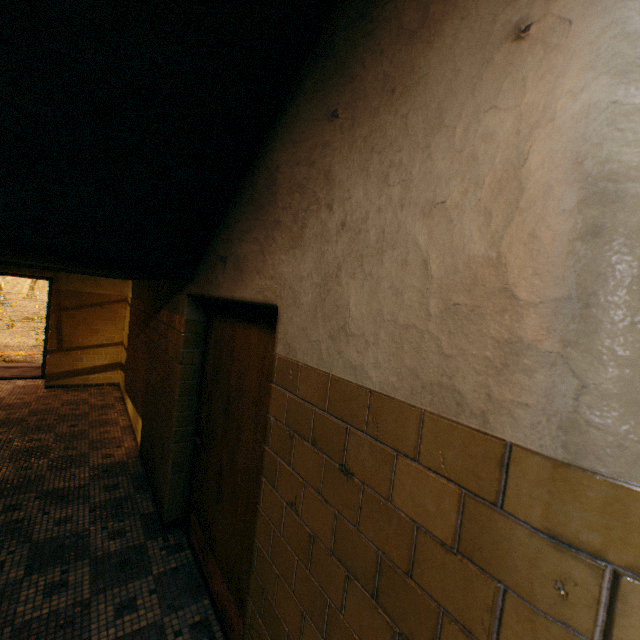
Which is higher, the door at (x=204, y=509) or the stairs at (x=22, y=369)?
the door at (x=204, y=509)

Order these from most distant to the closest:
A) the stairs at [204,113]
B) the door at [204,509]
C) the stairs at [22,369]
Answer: the stairs at [22,369] < the door at [204,509] < the stairs at [204,113]

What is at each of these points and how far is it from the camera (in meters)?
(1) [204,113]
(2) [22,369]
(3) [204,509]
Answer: (1) stairs, 1.56
(2) stairs, 7.66
(3) door, 2.60

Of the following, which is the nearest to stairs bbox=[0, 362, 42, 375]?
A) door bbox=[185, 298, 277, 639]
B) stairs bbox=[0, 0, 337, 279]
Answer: stairs bbox=[0, 0, 337, 279]

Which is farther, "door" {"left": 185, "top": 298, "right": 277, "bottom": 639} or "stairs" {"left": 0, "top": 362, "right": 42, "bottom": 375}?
"stairs" {"left": 0, "top": 362, "right": 42, "bottom": 375}

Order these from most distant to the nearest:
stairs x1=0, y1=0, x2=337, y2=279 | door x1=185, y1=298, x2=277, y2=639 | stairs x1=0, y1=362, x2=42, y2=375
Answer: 1. stairs x1=0, y1=362, x2=42, y2=375
2. door x1=185, y1=298, x2=277, y2=639
3. stairs x1=0, y1=0, x2=337, y2=279
